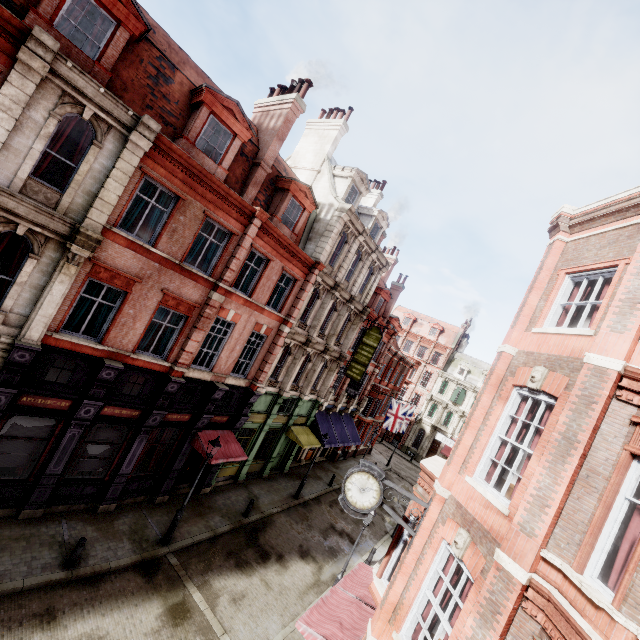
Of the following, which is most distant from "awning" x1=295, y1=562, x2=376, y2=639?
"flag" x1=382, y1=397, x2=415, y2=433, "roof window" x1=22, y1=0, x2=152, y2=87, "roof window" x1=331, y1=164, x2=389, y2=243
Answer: "roof window" x1=331, y1=164, x2=389, y2=243

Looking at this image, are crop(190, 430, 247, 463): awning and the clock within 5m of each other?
no

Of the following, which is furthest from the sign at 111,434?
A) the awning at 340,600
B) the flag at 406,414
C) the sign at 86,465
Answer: the flag at 406,414

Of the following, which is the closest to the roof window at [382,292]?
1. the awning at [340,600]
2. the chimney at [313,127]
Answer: the chimney at [313,127]

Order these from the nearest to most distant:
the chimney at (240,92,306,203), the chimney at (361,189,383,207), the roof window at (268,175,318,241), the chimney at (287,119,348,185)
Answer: the chimney at (240,92,306,203) → the roof window at (268,175,318,241) → the chimney at (287,119,348,185) → the chimney at (361,189,383,207)

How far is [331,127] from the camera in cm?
2144

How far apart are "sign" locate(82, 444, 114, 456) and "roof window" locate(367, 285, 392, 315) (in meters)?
20.73

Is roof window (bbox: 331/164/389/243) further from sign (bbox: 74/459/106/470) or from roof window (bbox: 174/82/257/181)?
sign (bbox: 74/459/106/470)
